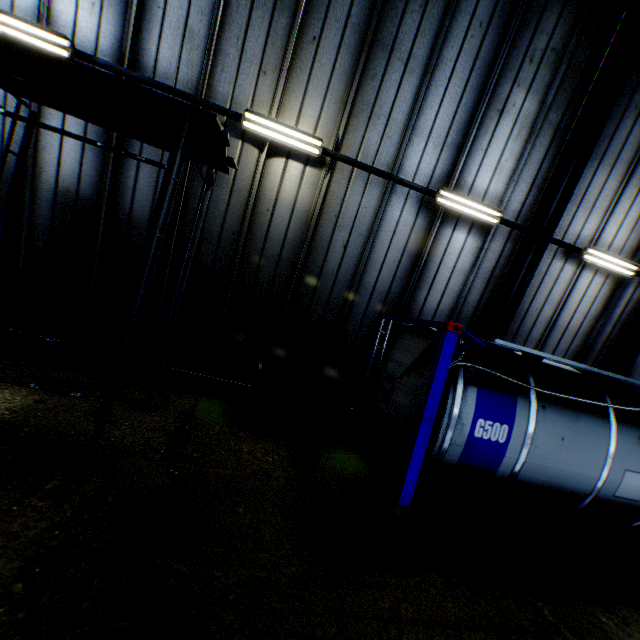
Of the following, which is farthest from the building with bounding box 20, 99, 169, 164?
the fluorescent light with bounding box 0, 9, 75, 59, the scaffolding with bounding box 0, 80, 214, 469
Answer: the scaffolding with bounding box 0, 80, 214, 469

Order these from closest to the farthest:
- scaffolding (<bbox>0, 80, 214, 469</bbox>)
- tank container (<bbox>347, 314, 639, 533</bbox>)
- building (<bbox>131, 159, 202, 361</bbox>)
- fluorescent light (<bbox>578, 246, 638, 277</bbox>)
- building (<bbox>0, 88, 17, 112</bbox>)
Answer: scaffolding (<bbox>0, 80, 214, 469</bbox>)
tank container (<bbox>347, 314, 639, 533</bbox>)
building (<bbox>0, 88, 17, 112</bbox>)
building (<bbox>131, 159, 202, 361</bbox>)
fluorescent light (<bbox>578, 246, 638, 277</bbox>)

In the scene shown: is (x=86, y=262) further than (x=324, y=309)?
No

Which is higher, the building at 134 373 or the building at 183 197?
the building at 183 197

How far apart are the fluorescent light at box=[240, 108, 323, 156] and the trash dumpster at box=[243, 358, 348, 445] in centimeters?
453cm

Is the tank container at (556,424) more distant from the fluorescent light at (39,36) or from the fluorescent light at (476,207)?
the fluorescent light at (39,36)

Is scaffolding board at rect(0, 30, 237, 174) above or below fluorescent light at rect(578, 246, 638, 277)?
below
